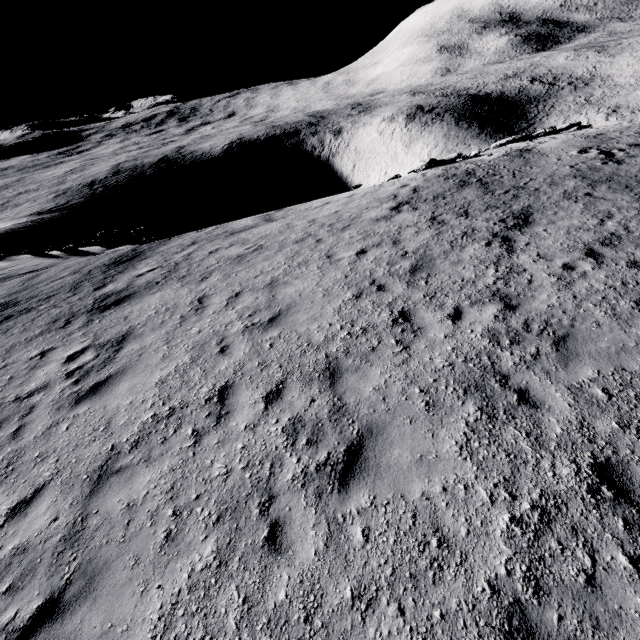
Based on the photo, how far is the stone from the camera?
17.3 meters

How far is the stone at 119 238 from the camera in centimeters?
1734cm

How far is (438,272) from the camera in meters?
8.3
